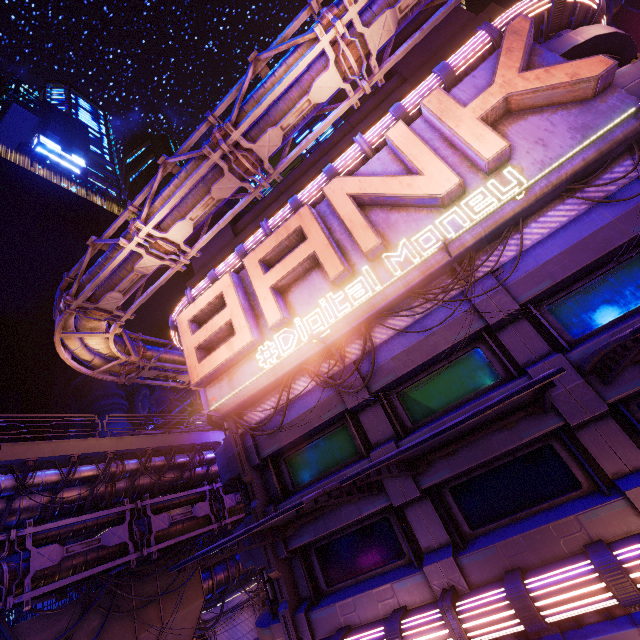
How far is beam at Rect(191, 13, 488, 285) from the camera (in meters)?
13.70

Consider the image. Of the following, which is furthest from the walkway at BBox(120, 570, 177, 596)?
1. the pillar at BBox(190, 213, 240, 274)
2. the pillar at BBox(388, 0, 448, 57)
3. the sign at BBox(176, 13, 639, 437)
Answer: the pillar at BBox(388, 0, 448, 57)

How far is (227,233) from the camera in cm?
1902

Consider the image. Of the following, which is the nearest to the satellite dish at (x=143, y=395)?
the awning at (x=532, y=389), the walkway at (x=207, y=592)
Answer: the walkway at (x=207, y=592)

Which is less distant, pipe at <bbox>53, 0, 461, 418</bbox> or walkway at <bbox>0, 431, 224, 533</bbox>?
pipe at <bbox>53, 0, 461, 418</bbox>

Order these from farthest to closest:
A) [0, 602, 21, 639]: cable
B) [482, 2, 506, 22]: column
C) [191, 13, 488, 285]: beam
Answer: [191, 13, 488, 285]: beam < [482, 2, 506, 22]: column < [0, 602, 21, 639]: cable

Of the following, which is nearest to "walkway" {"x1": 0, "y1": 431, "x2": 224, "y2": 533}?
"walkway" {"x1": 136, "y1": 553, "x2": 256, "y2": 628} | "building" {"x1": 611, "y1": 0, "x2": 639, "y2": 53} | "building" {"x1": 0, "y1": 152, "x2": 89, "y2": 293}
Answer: "walkway" {"x1": 136, "y1": 553, "x2": 256, "y2": 628}

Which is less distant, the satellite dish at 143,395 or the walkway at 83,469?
the walkway at 83,469
